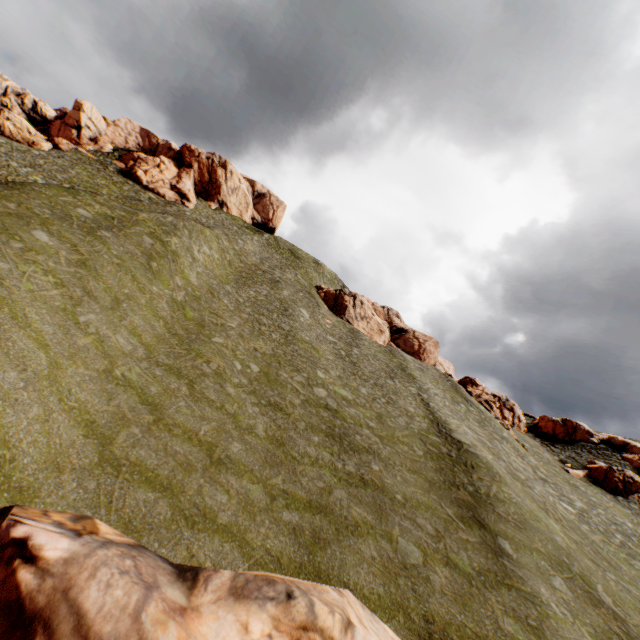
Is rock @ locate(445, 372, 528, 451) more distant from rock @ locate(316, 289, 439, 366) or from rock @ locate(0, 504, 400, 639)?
rock @ locate(0, 504, 400, 639)

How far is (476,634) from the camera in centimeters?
1132cm

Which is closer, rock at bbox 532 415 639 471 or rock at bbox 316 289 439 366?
rock at bbox 532 415 639 471

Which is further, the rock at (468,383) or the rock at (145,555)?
the rock at (468,383)

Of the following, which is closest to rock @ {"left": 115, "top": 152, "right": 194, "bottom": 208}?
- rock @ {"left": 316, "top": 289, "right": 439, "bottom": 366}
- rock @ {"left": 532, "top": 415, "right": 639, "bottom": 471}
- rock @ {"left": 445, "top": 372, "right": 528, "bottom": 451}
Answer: rock @ {"left": 532, "top": 415, "right": 639, "bottom": 471}

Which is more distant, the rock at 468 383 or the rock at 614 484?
the rock at 468 383

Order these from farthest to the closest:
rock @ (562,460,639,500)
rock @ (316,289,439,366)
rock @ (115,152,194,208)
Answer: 1. rock @ (115,152,194,208)
2. rock @ (316,289,439,366)
3. rock @ (562,460,639,500)

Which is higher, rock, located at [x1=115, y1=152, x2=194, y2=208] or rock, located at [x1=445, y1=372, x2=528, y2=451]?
rock, located at [x1=115, y1=152, x2=194, y2=208]
